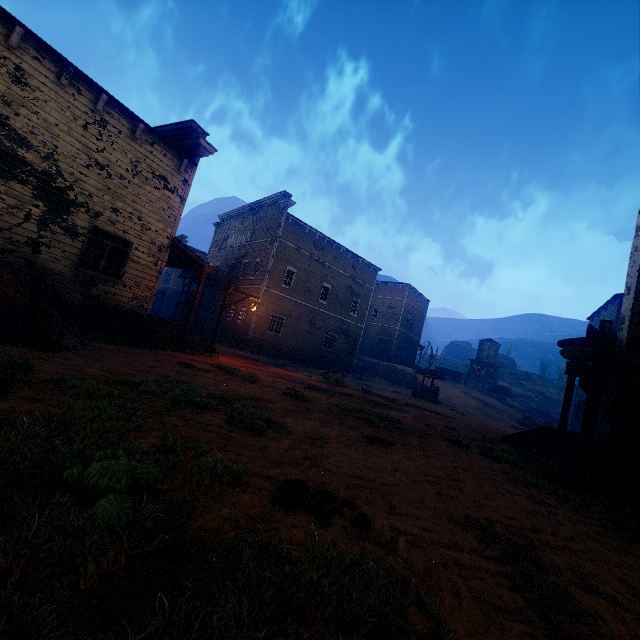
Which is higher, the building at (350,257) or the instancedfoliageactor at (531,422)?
the building at (350,257)

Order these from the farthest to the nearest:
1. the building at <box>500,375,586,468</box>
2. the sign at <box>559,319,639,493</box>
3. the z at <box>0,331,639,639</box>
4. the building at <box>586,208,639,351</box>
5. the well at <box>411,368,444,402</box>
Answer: the well at <box>411,368,444,402</box>, the building at <box>500,375,586,468</box>, the building at <box>586,208,639,351</box>, the sign at <box>559,319,639,493</box>, the z at <box>0,331,639,639</box>

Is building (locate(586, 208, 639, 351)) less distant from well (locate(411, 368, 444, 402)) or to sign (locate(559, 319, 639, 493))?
sign (locate(559, 319, 639, 493))

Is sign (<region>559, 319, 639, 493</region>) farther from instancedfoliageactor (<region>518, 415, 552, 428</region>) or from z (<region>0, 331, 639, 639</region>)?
instancedfoliageactor (<region>518, 415, 552, 428</region>)

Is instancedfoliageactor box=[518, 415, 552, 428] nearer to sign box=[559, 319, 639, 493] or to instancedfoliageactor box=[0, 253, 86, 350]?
sign box=[559, 319, 639, 493]

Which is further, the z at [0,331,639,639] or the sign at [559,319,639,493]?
the sign at [559,319,639,493]

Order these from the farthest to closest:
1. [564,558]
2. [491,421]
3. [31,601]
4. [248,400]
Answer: [491,421]
[248,400]
[564,558]
[31,601]

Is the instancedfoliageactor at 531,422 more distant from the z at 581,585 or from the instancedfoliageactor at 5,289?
the instancedfoliageactor at 5,289
